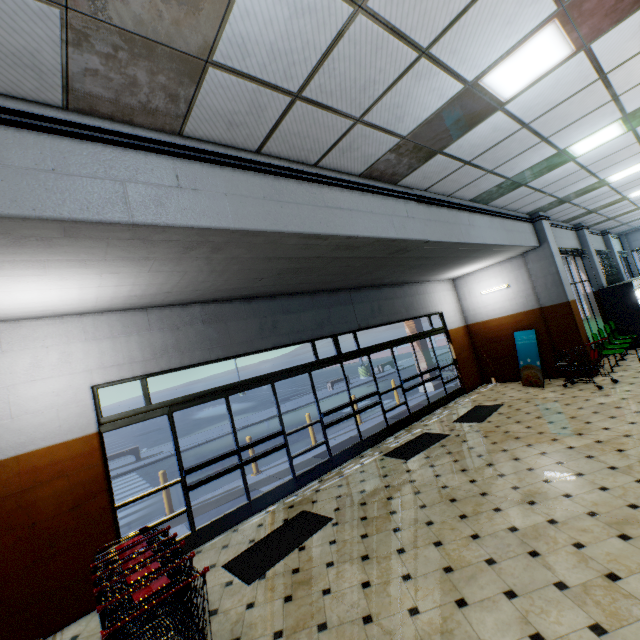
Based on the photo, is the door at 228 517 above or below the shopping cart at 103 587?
below

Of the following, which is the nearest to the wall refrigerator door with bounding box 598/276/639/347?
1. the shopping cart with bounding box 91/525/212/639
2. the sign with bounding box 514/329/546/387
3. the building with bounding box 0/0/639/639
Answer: the building with bounding box 0/0/639/639

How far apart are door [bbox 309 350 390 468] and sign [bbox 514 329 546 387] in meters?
4.8

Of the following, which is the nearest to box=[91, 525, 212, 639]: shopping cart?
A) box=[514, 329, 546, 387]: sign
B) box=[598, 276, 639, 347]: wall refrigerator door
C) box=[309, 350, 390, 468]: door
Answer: box=[309, 350, 390, 468]: door

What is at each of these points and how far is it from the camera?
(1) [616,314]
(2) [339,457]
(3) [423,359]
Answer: (1) wall refrigerator door, 11.4m
(2) door, 7.2m
(3) building, 12.9m

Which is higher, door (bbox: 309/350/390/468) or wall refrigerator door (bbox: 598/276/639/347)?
wall refrigerator door (bbox: 598/276/639/347)

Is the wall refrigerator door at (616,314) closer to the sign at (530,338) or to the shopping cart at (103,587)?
the sign at (530,338)

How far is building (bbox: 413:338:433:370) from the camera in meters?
12.9 m
